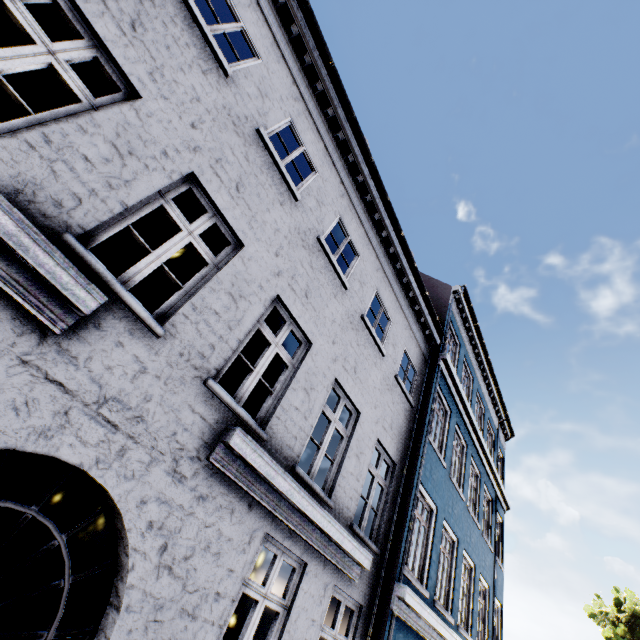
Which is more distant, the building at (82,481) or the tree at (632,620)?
the tree at (632,620)

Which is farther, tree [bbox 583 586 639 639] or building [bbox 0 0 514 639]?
tree [bbox 583 586 639 639]

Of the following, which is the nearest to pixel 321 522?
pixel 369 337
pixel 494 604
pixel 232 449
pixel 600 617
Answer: pixel 232 449
